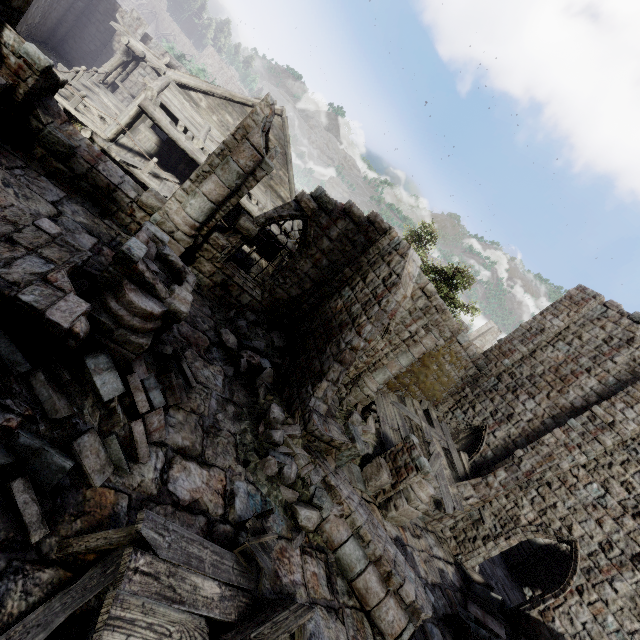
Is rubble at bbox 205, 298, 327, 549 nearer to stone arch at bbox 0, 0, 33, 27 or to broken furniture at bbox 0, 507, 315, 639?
broken furniture at bbox 0, 507, 315, 639

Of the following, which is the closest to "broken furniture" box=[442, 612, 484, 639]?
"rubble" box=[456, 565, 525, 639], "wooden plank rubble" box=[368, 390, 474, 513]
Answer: "rubble" box=[456, 565, 525, 639]

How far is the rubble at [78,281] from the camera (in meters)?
5.58

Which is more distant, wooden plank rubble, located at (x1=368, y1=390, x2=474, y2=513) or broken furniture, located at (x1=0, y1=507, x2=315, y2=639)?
wooden plank rubble, located at (x1=368, y1=390, x2=474, y2=513)

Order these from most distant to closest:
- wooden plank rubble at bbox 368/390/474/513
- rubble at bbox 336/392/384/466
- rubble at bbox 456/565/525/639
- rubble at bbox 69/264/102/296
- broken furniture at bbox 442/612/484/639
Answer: wooden plank rubble at bbox 368/390/474/513
rubble at bbox 336/392/384/466
rubble at bbox 456/565/525/639
broken furniture at bbox 442/612/484/639
rubble at bbox 69/264/102/296

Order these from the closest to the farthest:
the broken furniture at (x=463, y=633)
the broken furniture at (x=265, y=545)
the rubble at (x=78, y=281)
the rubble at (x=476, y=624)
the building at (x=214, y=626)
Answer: the broken furniture at (x=265, y=545) < the building at (x=214, y=626) < the rubble at (x=78, y=281) < the broken furniture at (x=463, y=633) < the rubble at (x=476, y=624)

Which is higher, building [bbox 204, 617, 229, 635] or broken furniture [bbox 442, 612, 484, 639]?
broken furniture [bbox 442, 612, 484, 639]

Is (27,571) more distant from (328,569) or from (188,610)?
(328,569)
